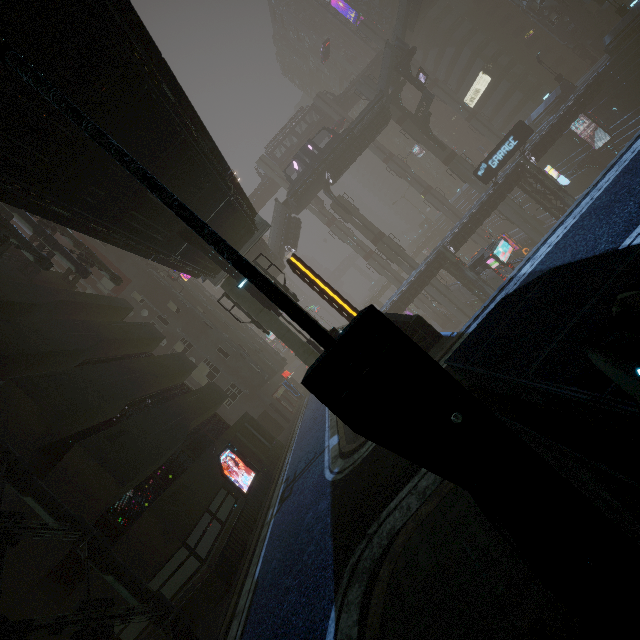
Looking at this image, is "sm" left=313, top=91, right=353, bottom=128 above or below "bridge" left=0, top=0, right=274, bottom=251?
above

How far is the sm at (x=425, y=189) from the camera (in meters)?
56.88

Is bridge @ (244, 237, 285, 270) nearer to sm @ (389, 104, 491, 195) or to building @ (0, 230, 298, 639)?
building @ (0, 230, 298, 639)

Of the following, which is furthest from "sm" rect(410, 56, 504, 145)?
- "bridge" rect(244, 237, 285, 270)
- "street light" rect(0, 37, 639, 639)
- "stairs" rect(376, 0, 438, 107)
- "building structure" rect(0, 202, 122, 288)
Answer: "street light" rect(0, 37, 639, 639)

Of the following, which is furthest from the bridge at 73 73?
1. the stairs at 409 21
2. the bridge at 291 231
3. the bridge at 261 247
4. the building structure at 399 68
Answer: the building structure at 399 68

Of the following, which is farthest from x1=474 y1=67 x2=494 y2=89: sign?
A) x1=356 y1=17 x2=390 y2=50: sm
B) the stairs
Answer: the stairs

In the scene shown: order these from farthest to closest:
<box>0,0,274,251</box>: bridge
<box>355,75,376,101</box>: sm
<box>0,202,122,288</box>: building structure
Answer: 1. <box>355,75,376,101</box>: sm
2. <box>0,202,122,288</box>: building structure
3. <box>0,0,274,251</box>: bridge

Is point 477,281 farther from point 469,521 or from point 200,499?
point 469,521
